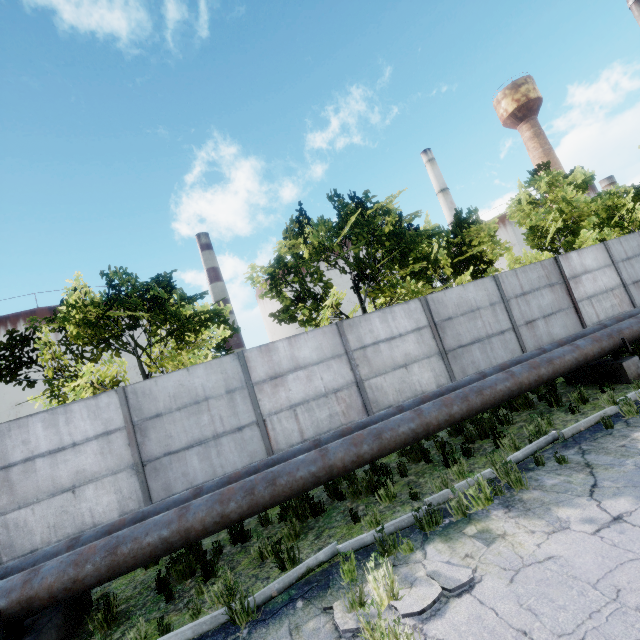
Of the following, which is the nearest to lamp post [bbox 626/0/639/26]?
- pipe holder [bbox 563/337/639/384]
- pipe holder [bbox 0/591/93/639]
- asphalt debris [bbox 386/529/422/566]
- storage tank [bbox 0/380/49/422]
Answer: pipe holder [bbox 563/337/639/384]

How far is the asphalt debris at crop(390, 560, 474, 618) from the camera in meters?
3.2

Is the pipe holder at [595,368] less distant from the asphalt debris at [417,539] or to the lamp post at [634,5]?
the lamp post at [634,5]

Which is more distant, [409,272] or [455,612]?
[409,272]

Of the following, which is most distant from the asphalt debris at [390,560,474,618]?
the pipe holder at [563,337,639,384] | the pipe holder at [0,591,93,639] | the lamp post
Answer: the lamp post

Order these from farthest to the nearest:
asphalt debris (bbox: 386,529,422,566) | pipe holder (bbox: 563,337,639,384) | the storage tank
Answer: the storage tank < pipe holder (bbox: 563,337,639,384) < asphalt debris (bbox: 386,529,422,566)

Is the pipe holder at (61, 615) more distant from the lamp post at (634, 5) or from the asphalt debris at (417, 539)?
the lamp post at (634, 5)
